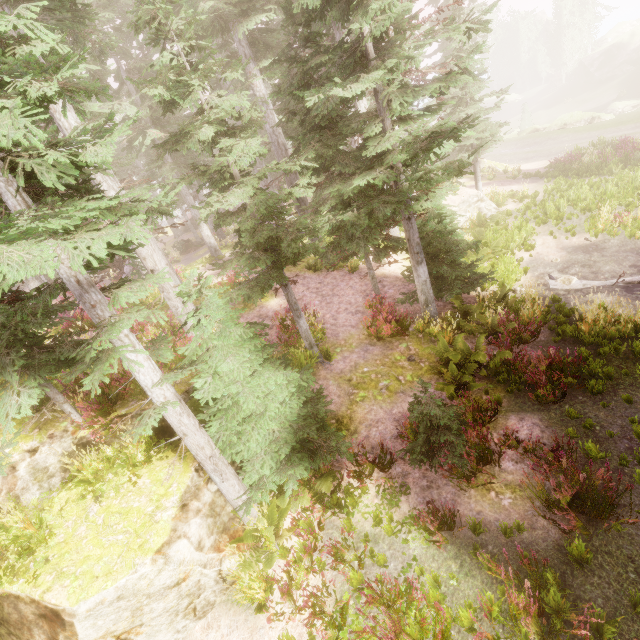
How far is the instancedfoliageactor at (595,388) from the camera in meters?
6.9 m

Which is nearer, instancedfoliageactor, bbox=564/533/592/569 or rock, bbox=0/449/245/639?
instancedfoliageactor, bbox=564/533/592/569

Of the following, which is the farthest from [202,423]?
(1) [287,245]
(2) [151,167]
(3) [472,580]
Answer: (2) [151,167]

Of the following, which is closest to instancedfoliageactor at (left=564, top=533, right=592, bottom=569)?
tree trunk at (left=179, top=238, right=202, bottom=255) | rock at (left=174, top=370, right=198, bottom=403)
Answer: rock at (left=174, top=370, right=198, bottom=403)

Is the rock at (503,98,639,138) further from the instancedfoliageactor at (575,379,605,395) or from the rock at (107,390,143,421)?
the rock at (107,390,143,421)

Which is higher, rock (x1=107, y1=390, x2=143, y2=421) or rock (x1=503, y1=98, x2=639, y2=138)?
rock (x1=107, y1=390, x2=143, y2=421)

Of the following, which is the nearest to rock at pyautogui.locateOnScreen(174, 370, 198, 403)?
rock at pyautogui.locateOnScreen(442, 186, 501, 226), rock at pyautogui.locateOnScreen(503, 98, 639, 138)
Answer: rock at pyautogui.locateOnScreen(442, 186, 501, 226)

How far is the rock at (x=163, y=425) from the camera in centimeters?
747cm
